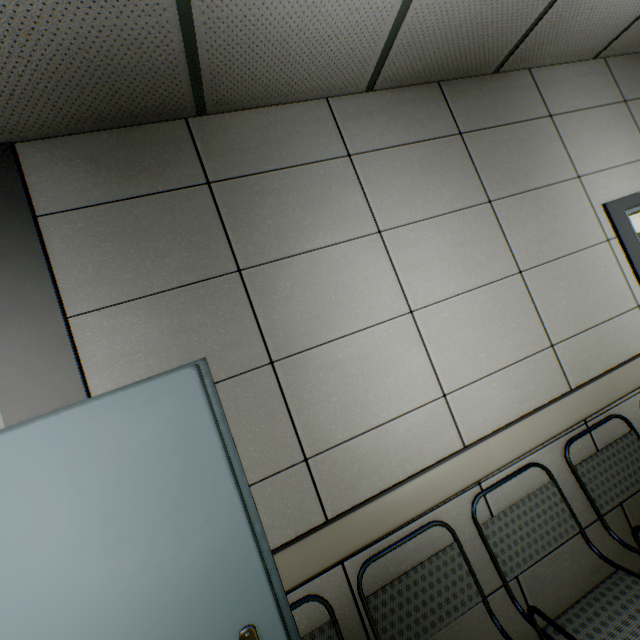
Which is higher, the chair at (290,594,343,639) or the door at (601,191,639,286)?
the door at (601,191,639,286)

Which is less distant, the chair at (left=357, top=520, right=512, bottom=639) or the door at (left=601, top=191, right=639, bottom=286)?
the chair at (left=357, top=520, right=512, bottom=639)

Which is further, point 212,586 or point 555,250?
point 555,250

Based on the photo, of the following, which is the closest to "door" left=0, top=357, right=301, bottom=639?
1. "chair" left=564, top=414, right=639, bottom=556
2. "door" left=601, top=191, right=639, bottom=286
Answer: "chair" left=564, top=414, right=639, bottom=556

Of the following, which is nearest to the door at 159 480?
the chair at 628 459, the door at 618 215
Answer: the chair at 628 459
